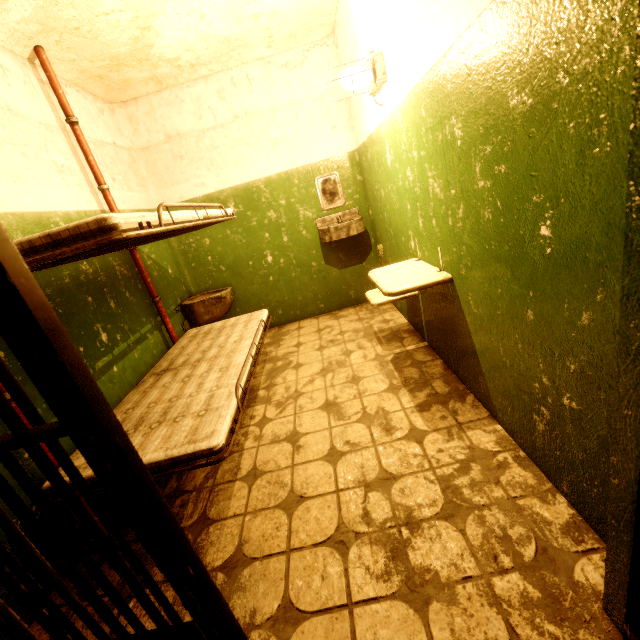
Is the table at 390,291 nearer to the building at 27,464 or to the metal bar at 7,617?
the building at 27,464

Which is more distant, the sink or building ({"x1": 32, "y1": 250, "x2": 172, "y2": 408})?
the sink

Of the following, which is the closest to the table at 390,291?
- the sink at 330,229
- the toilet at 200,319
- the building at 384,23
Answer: the building at 384,23

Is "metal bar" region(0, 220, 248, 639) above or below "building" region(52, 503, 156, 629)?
above

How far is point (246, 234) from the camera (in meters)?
3.88

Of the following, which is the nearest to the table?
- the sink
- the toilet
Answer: the sink

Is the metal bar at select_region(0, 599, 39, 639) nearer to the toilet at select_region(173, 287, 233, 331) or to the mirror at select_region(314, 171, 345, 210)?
the toilet at select_region(173, 287, 233, 331)

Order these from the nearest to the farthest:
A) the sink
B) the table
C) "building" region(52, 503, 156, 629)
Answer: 1. "building" region(52, 503, 156, 629)
2. the table
3. the sink
